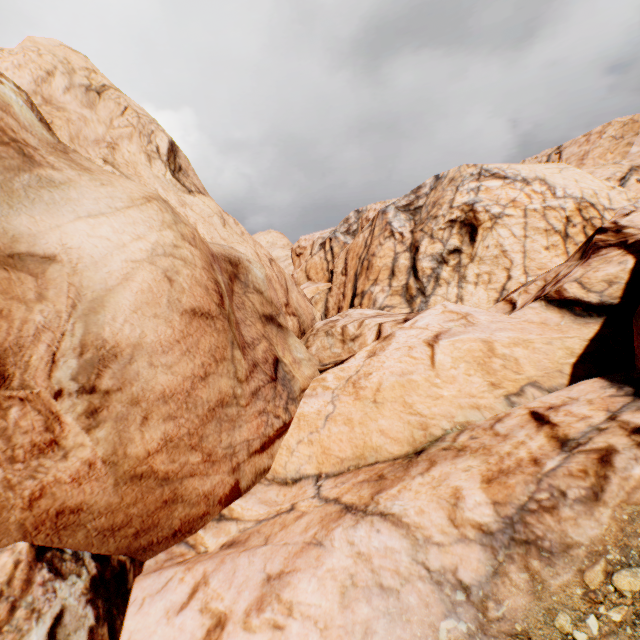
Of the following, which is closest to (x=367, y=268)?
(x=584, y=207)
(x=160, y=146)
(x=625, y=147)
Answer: (x=584, y=207)
